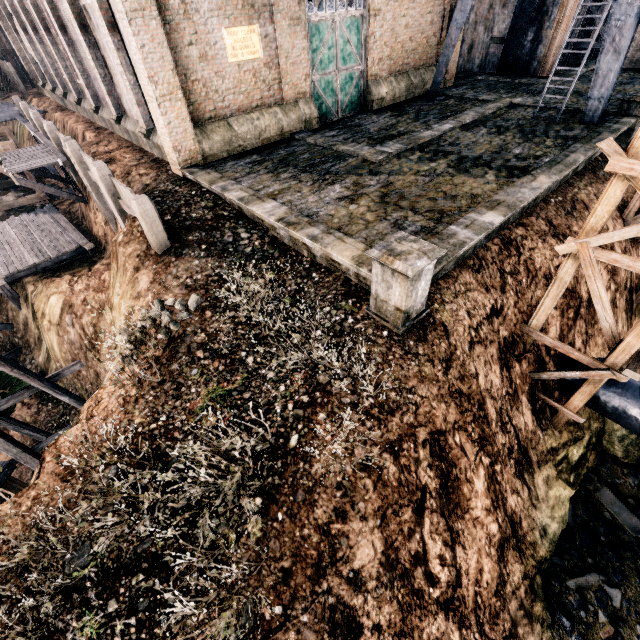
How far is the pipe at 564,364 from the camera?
11.5 meters

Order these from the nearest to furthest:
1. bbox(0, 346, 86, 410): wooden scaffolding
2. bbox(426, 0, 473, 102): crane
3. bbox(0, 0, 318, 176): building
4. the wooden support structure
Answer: bbox(0, 346, 86, 410): wooden scaffolding, bbox(0, 0, 318, 176): building, bbox(426, 0, 473, 102): crane, the wooden support structure

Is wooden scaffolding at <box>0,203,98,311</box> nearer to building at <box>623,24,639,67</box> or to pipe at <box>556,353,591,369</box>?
pipe at <box>556,353,591,369</box>

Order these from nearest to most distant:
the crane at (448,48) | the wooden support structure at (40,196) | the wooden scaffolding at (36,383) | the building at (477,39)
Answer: the wooden scaffolding at (36,383), the crane at (448,48), the building at (477,39), the wooden support structure at (40,196)

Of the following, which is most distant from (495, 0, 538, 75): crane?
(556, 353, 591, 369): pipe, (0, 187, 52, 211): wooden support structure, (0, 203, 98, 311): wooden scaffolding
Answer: (0, 187, 52, 211): wooden support structure

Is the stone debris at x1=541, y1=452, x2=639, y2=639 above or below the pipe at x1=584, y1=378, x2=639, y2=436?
below

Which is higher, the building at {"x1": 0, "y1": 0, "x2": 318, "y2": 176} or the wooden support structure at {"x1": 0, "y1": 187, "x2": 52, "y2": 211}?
the building at {"x1": 0, "y1": 0, "x2": 318, "y2": 176}

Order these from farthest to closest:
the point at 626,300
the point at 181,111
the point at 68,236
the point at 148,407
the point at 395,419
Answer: the point at 68,236 < the point at 626,300 < the point at 181,111 < the point at 148,407 < the point at 395,419
